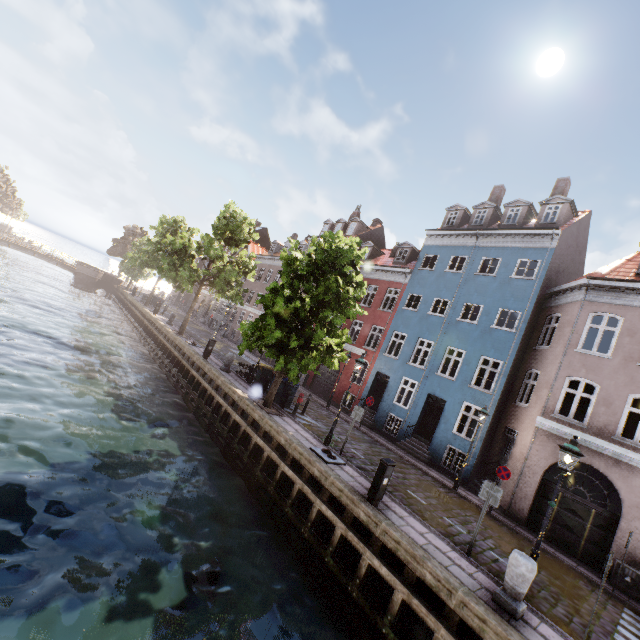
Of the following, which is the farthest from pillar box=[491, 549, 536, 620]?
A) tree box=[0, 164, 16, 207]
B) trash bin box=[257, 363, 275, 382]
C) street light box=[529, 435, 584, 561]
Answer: trash bin box=[257, 363, 275, 382]

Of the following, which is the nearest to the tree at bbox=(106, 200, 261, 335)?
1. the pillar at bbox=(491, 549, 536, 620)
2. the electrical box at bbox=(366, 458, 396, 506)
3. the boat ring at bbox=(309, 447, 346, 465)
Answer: the pillar at bbox=(491, 549, 536, 620)

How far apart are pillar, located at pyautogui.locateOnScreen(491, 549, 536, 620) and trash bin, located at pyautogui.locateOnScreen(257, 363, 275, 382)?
13.5 meters

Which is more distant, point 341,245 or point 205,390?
point 205,390

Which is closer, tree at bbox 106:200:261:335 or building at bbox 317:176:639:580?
building at bbox 317:176:639:580

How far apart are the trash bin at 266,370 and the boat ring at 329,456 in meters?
7.4

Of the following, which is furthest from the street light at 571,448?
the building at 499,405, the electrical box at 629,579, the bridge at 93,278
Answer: the bridge at 93,278

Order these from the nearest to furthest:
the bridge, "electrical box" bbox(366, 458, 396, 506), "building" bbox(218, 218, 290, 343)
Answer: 1. "electrical box" bbox(366, 458, 396, 506)
2. "building" bbox(218, 218, 290, 343)
3. the bridge
